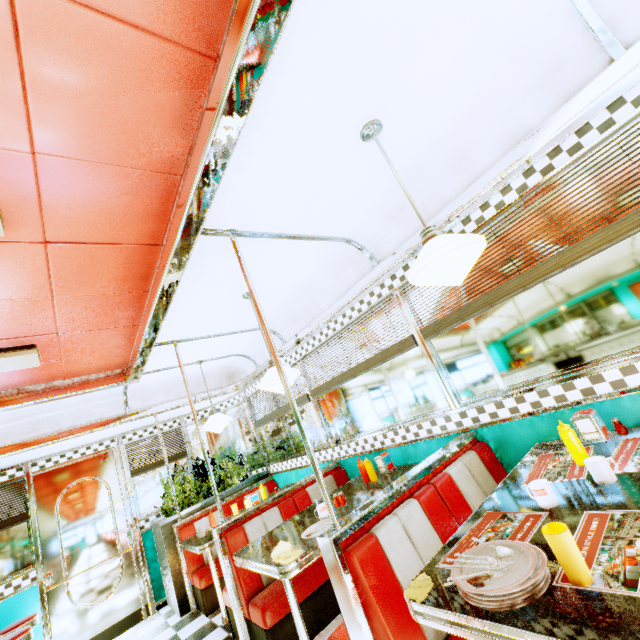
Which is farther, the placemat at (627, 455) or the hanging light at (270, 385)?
the hanging light at (270, 385)

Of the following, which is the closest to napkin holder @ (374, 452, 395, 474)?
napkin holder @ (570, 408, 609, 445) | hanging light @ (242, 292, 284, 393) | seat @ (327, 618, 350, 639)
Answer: seat @ (327, 618, 350, 639)

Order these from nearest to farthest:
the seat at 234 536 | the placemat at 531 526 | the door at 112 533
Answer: the placemat at 531 526 → the seat at 234 536 → the door at 112 533

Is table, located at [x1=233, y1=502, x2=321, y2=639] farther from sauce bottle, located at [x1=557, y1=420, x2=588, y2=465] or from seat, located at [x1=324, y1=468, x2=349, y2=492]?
sauce bottle, located at [x1=557, y1=420, x2=588, y2=465]

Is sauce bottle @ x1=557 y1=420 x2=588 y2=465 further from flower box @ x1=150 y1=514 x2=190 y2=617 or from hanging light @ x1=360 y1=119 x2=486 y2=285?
flower box @ x1=150 y1=514 x2=190 y2=617

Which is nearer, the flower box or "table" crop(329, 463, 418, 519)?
"table" crop(329, 463, 418, 519)

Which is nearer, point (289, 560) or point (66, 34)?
point (66, 34)

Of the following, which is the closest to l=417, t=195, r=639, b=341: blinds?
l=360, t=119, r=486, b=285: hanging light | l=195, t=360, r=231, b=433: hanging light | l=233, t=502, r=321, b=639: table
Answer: l=360, t=119, r=486, b=285: hanging light
